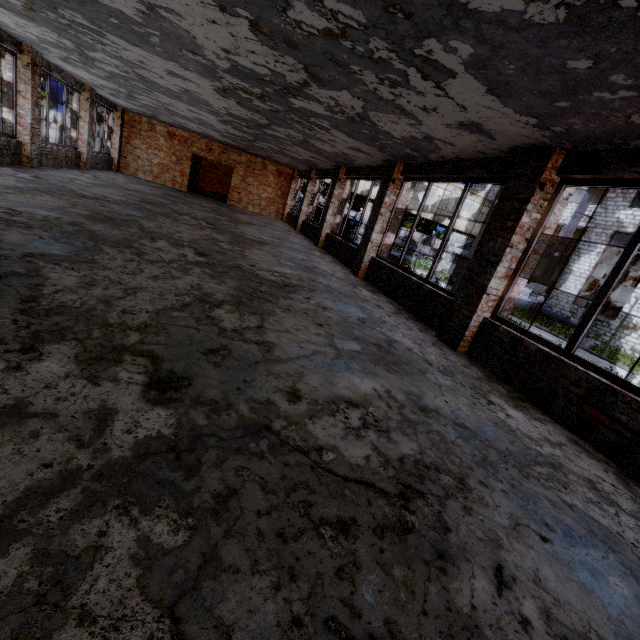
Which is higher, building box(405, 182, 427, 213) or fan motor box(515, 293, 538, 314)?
building box(405, 182, 427, 213)

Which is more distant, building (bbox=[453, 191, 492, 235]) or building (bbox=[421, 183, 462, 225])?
building (bbox=[453, 191, 492, 235])

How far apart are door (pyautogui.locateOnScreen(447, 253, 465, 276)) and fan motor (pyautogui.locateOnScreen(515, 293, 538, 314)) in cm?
783

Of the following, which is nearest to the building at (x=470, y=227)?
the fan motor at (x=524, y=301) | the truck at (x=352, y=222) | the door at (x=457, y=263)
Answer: the door at (x=457, y=263)

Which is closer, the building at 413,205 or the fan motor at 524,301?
the fan motor at 524,301

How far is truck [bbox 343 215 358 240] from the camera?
34.19m

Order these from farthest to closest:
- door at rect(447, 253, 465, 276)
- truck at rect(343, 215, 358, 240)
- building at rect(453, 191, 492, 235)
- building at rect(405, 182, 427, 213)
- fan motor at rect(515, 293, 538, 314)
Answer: truck at rect(343, 215, 358, 240) → door at rect(447, 253, 465, 276) → building at rect(453, 191, 492, 235) → building at rect(405, 182, 427, 213) → fan motor at rect(515, 293, 538, 314)

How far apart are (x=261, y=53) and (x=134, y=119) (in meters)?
17.76
